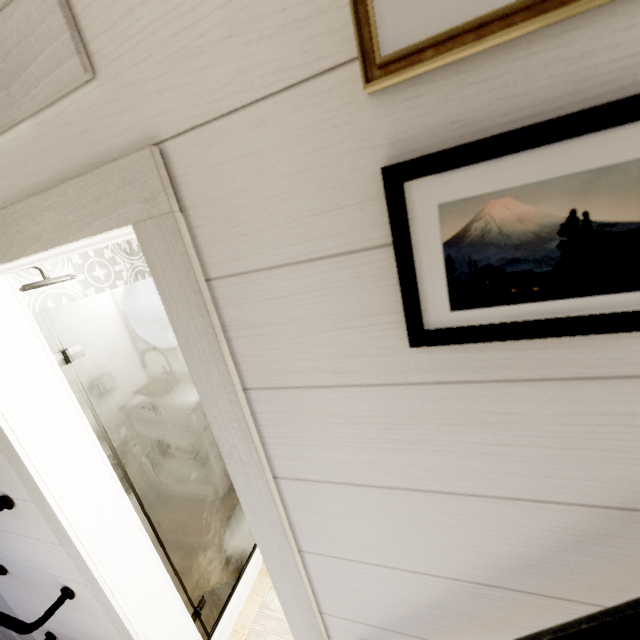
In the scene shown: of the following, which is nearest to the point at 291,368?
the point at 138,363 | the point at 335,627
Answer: the point at 335,627
